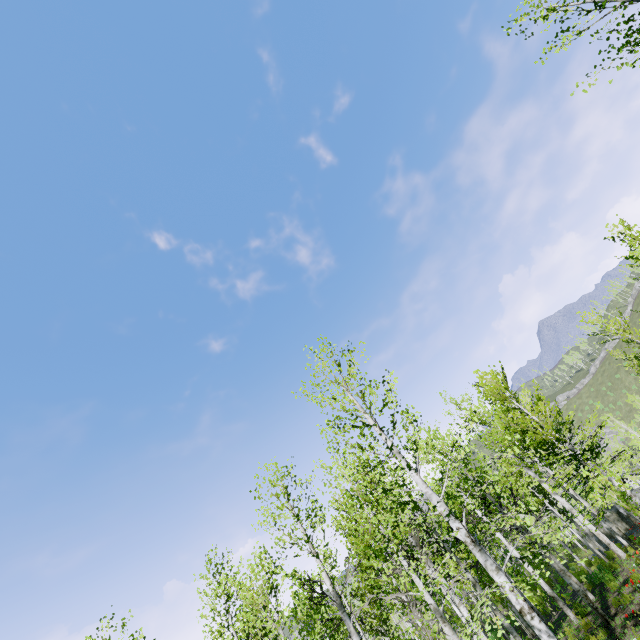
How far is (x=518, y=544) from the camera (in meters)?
6.23
